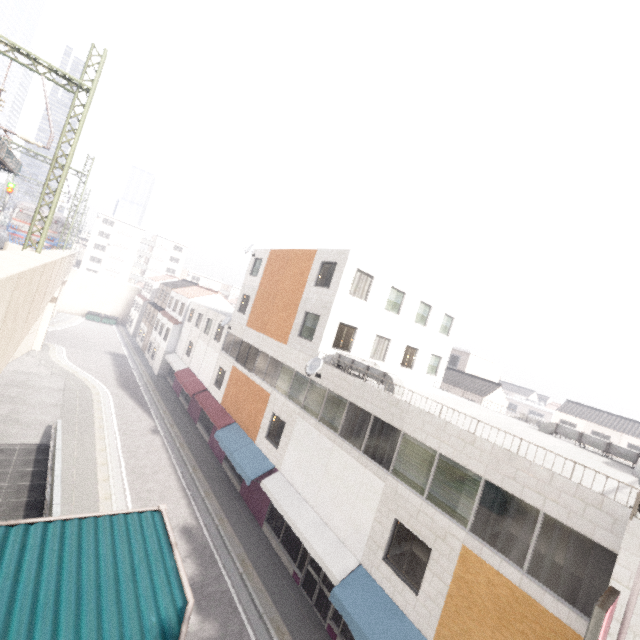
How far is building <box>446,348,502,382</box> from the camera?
36.62m

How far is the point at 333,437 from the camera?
14.1m

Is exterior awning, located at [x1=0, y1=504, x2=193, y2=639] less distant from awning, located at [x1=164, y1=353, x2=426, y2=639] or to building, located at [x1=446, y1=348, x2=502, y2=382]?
awning, located at [x1=164, y1=353, x2=426, y2=639]

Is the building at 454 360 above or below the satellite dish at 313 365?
above

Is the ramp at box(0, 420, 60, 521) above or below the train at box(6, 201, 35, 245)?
→ below

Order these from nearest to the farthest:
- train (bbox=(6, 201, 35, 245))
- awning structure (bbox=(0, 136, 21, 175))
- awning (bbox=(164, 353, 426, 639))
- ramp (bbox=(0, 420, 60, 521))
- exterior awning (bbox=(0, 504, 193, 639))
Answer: exterior awning (bbox=(0, 504, 193, 639)), awning (bbox=(164, 353, 426, 639)), ramp (bbox=(0, 420, 60, 521)), awning structure (bbox=(0, 136, 21, 175)), train (bbox=(6, 201, 35, 245))

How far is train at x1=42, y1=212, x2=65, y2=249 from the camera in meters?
31.2

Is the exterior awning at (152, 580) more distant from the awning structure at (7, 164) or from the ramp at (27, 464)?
the awning structure at (7, 164)
